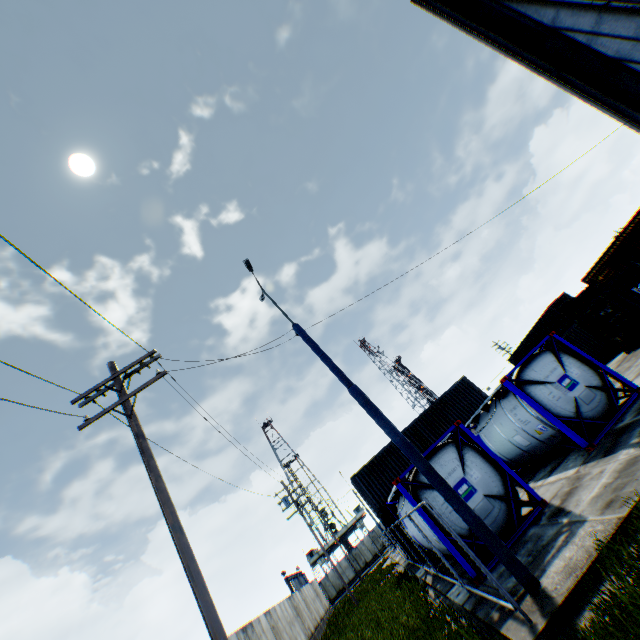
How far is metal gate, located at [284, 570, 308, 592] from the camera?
40.16m

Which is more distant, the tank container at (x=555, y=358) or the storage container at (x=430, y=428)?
the storage container at (x=430, y=428)

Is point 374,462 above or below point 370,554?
above

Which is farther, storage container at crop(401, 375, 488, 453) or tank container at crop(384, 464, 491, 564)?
storage container at crop(401, 375, 488, 453)

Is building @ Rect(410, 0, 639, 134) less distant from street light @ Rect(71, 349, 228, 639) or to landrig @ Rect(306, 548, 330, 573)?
street light @ Rect(71, 349, 228, 639)

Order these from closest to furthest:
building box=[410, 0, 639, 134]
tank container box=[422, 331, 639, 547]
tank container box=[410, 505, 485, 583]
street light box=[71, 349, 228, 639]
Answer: street light box=[71, 349, 228, 639] < building box=[410, 0, 639, 134] < tank container box=[410, 505, 485, 583] < tank container box=[422, 331, 639, 547]

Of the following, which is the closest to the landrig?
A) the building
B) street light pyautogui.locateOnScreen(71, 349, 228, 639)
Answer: street light pyautogui.locateOnScreen(71, 349, 228, 639)

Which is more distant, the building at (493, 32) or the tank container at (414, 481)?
the tank container at (414, 481)
